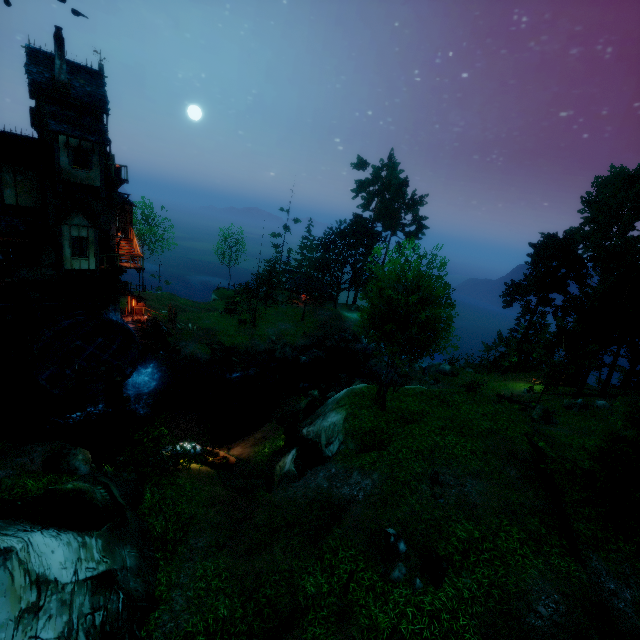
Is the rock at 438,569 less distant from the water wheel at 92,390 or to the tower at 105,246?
the water wheel at 92,390

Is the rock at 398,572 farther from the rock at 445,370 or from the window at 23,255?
the rock at 445,370

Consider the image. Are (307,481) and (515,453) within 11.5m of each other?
yes

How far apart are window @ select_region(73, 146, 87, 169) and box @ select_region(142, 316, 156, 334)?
13.0 meters

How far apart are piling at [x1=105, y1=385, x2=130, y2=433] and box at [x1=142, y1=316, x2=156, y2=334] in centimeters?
691cm

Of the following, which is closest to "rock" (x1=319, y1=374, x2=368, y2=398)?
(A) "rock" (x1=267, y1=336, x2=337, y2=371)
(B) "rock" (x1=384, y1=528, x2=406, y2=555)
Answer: (A) "rock" (x1=267, y1=336, x2=337, y2=371)

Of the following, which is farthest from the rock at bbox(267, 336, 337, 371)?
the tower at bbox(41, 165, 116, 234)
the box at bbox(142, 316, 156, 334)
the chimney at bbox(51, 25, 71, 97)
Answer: the chimney at bbox(51, 25, 71, 97)

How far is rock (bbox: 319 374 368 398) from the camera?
30.16m
